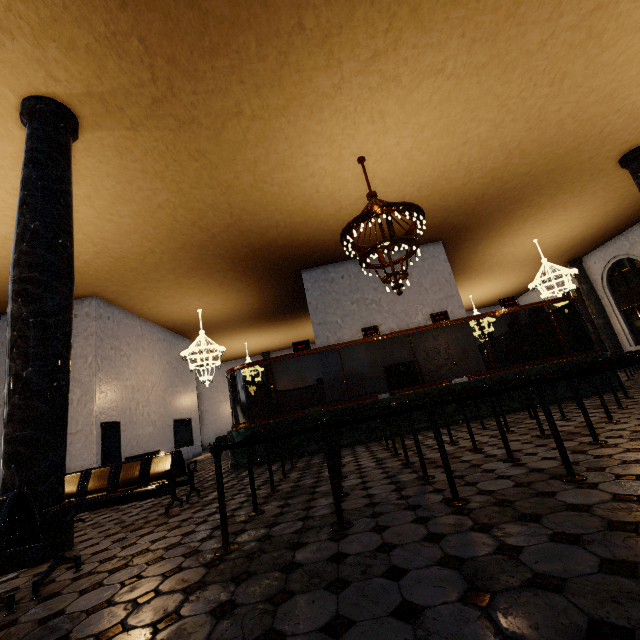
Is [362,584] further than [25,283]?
No
